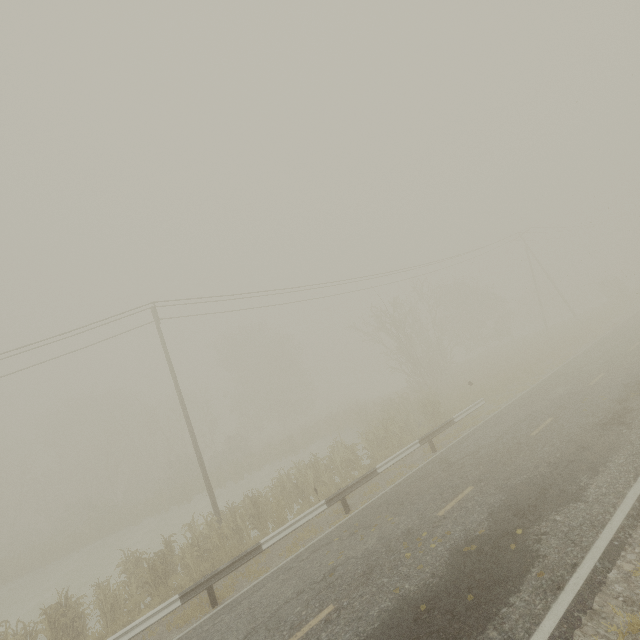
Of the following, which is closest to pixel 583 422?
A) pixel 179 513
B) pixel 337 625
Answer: pixel 337 625
